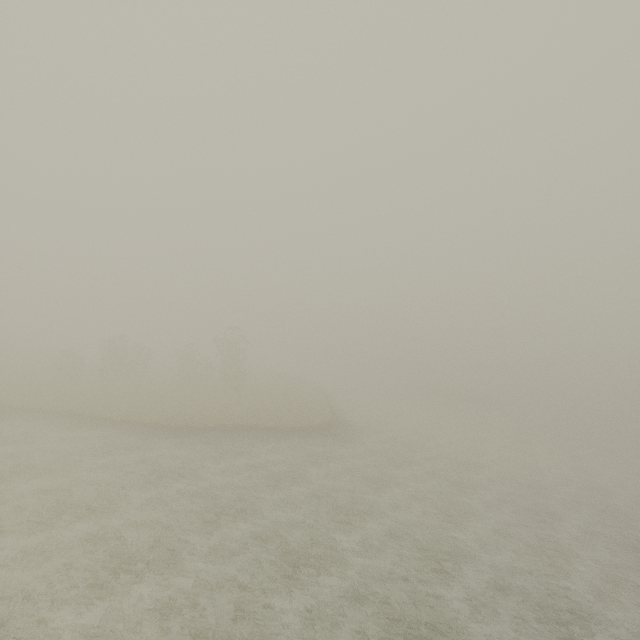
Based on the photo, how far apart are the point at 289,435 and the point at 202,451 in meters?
8.2 m
